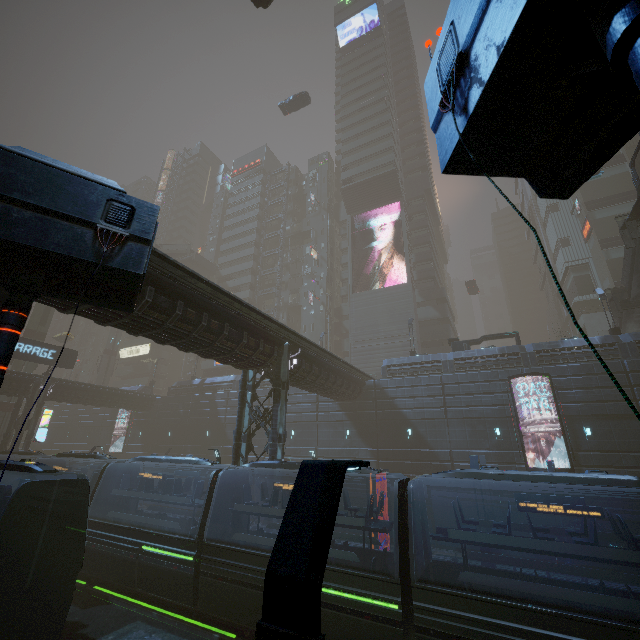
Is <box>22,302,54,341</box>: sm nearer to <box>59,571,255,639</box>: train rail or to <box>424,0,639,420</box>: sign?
<box>59,571,255,639</box>: train rail

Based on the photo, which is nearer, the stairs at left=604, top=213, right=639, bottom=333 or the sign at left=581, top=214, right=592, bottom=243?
the stairs at left=604, top=213, right=639, bottom=333

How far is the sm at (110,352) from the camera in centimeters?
5714cm

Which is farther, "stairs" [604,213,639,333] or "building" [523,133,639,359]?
"building" [523,133,639,359]

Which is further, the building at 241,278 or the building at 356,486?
the building at 241,278

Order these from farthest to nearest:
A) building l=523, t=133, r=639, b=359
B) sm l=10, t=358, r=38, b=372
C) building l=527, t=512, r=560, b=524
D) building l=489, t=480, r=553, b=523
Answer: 1. sm l=10, t=358, r=38, b=372
2. building l=523, t=133, r=639, b=359
3. building l=489, t=480, r=553, b=523
4. building l=527, t=512, r=560, b=524

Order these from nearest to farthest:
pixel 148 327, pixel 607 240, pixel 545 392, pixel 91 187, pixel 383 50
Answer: pixel 91 187
pixel 148 327
pixel 545 392
pixel 607 240
pixel 383 50

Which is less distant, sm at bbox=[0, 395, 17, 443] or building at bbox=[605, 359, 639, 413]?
building at bbox=[605, 359, 639, 413]
